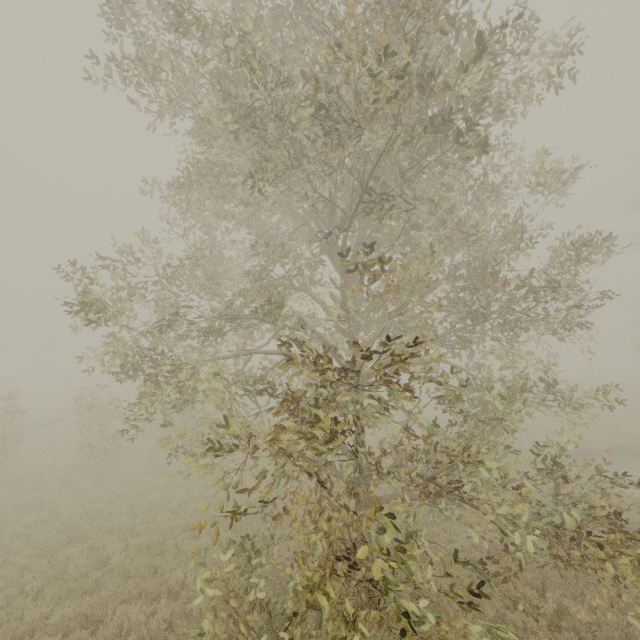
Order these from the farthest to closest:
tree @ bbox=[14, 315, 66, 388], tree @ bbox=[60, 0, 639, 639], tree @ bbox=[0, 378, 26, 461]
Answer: tree @ bbox=[14, 315, 66, 388] → tree @ bbox=[0, 378, 26, 461] → tree @ bbox=[60, 0, 639, 639]

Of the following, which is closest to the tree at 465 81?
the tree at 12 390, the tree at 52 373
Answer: the tree at 12 390

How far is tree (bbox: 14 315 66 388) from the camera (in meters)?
45.91

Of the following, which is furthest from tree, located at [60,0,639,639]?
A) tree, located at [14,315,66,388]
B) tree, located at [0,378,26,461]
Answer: tree, located at [14,315,66,388]

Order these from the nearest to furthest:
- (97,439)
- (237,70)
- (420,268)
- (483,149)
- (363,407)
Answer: (483,149) → (363,407) → (237,70) → (420,268) → (97,439)

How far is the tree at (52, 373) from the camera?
45.9 meters

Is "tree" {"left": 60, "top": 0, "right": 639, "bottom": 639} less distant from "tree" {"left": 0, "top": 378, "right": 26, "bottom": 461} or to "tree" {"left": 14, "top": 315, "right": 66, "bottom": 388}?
"tree" {"left": 0, "top": 378, "right": 26, "bottom": 461}
